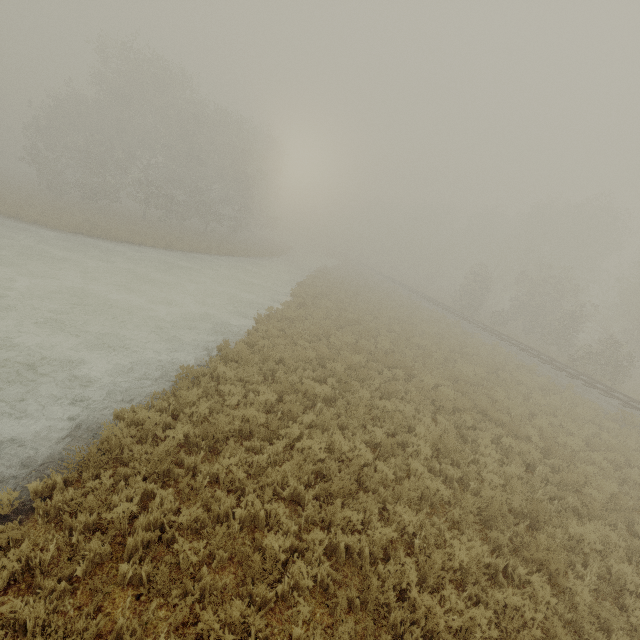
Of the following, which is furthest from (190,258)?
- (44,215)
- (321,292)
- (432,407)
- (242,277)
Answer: (432,407)
